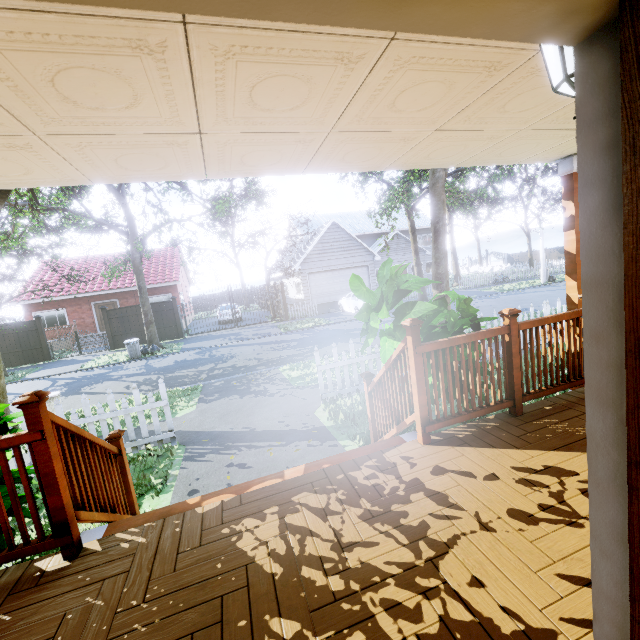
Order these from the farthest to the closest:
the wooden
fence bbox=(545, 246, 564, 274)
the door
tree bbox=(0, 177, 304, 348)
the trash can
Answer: fence bbox=(545, 246, 564, 274) < the trash can < tree bbox=(0, 177, 304, 348) < the wooden < the door

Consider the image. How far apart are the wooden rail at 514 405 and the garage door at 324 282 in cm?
2063

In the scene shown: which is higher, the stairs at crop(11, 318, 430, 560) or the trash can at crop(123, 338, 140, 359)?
the stairs at crop(11, 318, 430, 560)

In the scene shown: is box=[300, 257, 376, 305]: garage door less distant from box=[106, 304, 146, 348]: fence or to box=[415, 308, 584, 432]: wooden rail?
box=[106, 304, 146, 348]: fence

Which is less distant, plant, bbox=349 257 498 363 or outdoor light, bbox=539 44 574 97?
outdoor light, bbox=539 44 574 97

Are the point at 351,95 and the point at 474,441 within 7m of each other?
yes

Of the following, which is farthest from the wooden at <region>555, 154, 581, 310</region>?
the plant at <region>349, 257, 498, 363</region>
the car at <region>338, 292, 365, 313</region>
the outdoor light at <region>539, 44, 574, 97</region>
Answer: the car at <region>338, 292, 365, 313</region>

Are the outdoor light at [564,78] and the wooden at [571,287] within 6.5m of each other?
yes
